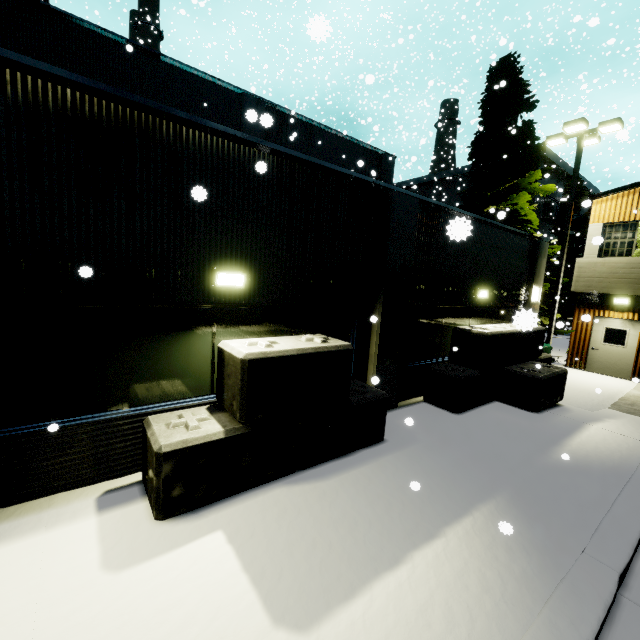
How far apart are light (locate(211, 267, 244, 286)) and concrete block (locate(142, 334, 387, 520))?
0.8 meters

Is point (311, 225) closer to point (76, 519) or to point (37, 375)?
point (37, 375)

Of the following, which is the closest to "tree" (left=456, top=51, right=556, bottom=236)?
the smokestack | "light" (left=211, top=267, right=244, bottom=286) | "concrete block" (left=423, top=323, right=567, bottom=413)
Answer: the smokestack

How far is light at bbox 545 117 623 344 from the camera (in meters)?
12.43

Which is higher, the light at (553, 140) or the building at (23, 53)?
the light at (553, 140)

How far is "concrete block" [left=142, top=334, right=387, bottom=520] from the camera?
3.9m

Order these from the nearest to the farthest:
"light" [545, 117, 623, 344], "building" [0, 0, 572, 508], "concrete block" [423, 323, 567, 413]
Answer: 1. "building" [0, 0, 572, 508]
2. "concrete block" [423, 323, 567, 413]
3. "light" [545, 117, 623, 344]

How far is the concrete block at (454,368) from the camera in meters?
7.8
